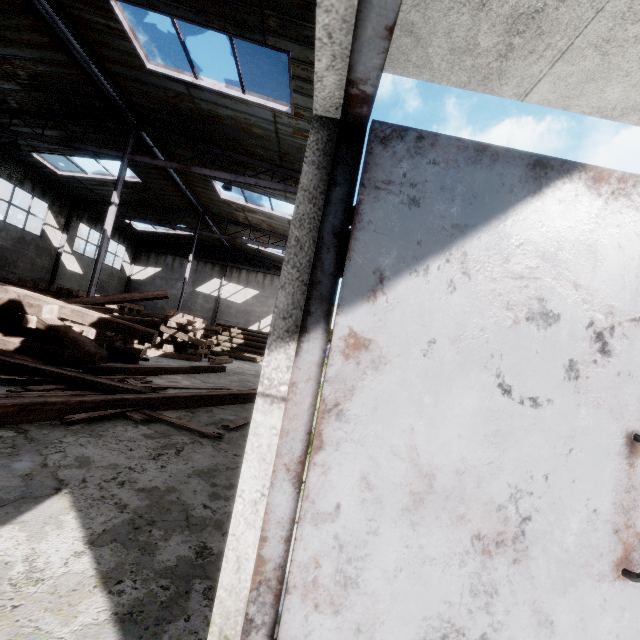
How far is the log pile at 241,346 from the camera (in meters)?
22.62

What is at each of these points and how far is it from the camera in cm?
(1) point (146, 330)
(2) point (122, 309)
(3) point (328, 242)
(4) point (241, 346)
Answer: (1) wooden beam pile, 668
(2) wooden beam stack, 1688
(3) door frame, 108
(4) log pile, 2275

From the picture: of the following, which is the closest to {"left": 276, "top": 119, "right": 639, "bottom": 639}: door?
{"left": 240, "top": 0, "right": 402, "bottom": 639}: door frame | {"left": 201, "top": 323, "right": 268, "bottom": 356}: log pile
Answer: {"left": 240, "top": 0, "right": 402, "bottom": 639}: door frame

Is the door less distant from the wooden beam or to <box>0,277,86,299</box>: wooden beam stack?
the wooden beam

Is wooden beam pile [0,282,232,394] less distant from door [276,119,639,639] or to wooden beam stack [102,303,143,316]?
wooden beam stack [102,303,143,316]

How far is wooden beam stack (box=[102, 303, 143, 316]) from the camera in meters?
16.1

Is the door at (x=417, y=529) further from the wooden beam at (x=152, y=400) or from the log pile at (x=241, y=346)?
the log pile at (x=241, y=346)

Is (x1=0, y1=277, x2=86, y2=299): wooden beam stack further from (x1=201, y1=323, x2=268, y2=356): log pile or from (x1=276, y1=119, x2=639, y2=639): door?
(x1=276, y1=119, x2=639, y2=639): door
